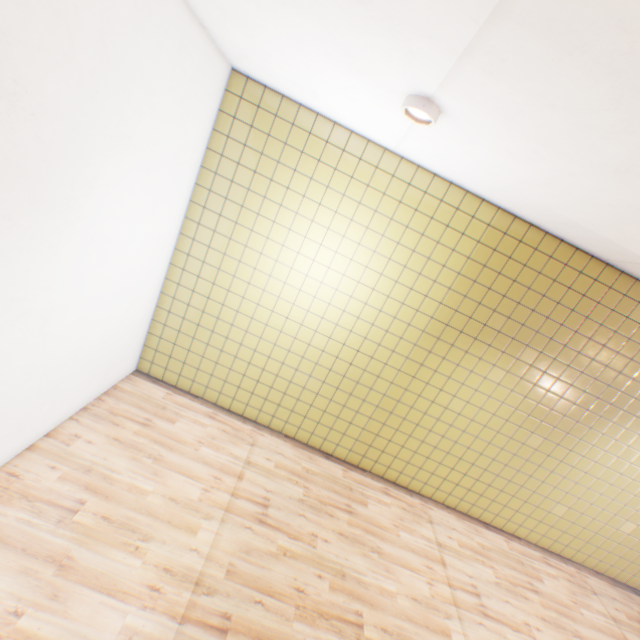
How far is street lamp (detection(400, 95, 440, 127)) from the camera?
2.3m

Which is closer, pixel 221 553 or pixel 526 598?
pixel 221 553

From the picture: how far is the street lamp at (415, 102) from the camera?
2.30m
